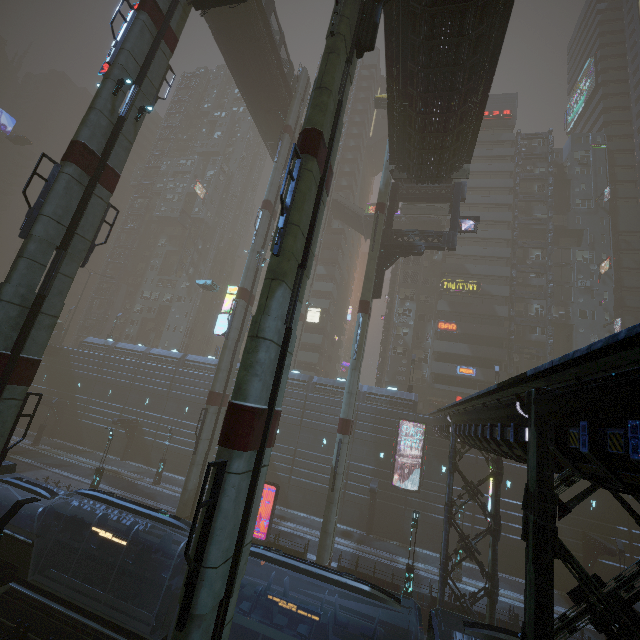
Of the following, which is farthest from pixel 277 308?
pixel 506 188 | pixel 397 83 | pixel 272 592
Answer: pixel 506 188

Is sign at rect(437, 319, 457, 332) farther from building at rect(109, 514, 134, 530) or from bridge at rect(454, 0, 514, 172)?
bridge at rect(454, 0, 514, 172)

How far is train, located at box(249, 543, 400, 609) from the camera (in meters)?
10.64

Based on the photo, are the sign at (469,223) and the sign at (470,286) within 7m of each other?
no

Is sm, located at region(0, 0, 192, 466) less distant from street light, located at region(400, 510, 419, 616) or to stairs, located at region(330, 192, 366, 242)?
street light, located at region(400, 510, 419, 616)

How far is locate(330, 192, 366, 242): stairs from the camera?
48.4 meters

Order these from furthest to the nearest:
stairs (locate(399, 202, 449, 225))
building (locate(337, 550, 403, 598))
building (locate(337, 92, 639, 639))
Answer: stairs (locate(399, 202, 449, 225)), building (locate(337, 550, 403, 598)), building (locate(337, 92, 639, 639))

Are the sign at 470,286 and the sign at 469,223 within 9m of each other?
no
